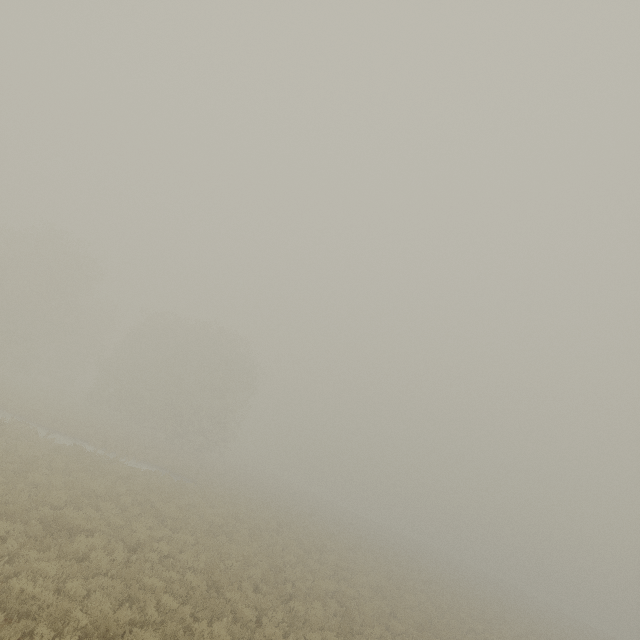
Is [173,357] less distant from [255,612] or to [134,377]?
[134,377]
